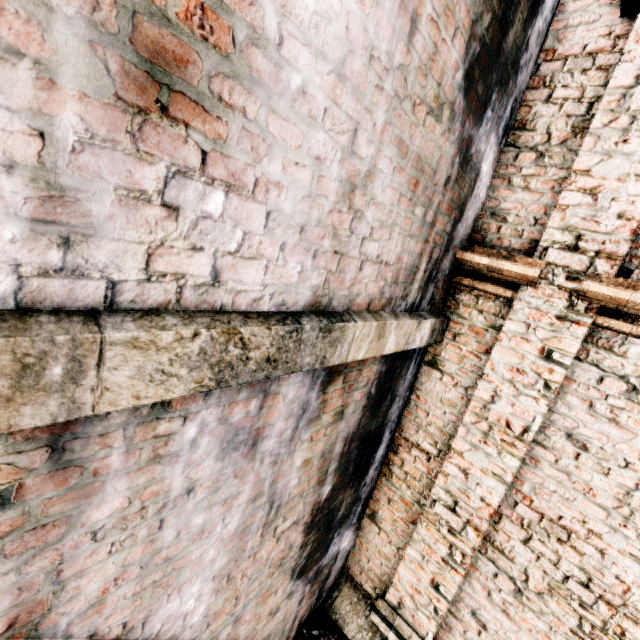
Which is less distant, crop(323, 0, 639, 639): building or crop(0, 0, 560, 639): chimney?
crop(0, 0, 560, 639): chimney

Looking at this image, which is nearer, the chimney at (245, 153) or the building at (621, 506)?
the chimney at (245, 153)

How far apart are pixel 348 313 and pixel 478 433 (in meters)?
2.17
